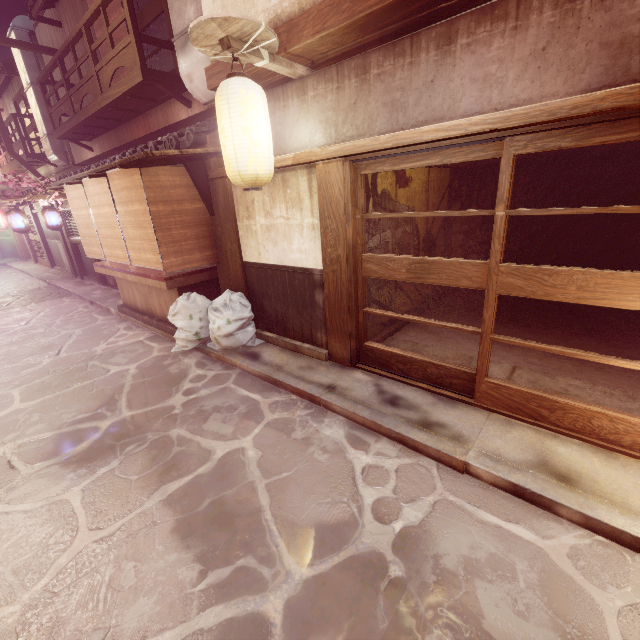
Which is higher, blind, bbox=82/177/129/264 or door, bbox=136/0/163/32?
door, bbox=136/0/163/32

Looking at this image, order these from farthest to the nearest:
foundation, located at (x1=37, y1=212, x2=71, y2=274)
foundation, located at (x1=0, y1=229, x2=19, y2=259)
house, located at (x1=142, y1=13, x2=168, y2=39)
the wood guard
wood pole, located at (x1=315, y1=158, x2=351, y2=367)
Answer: foundation, located at (x1=0, y1=229, x2=19, y2=259) → foundation, located at (x1=37, y1=212, x2=71, y2=274) → house, located at (x1=142, y1=13, x2=168, y2=39) → wood pole, located at (x1=315, y1=158, x2=351, y2=367) → the wood guard

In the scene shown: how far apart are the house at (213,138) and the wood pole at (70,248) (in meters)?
18.98

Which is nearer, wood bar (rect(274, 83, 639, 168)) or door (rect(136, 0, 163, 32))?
wood bar (rect(274, 83, 639, 168))

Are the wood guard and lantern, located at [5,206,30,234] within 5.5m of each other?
no

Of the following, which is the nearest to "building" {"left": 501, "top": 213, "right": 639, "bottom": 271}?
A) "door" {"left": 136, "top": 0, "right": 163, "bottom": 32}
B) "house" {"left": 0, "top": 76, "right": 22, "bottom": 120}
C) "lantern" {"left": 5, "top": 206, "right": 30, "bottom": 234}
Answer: "door" {"left": 136, "top": 0, "right": 163, "bottom": 32}

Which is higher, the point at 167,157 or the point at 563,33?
the point at 563,33

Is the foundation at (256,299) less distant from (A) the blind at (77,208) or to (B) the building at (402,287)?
(B) the building at (402,287)
